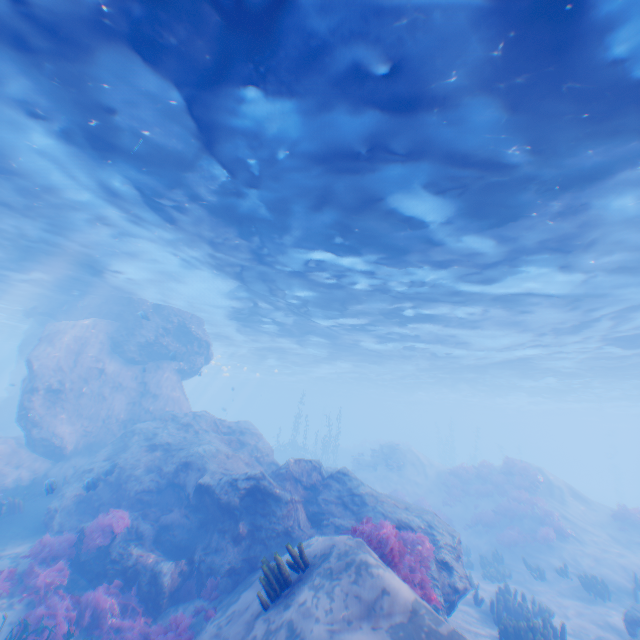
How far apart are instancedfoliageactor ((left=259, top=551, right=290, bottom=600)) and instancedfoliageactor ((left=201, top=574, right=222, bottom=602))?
3.55m

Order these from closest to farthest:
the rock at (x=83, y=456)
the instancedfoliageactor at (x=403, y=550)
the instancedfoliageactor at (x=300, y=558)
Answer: the instancedfoliageactor at (x=300, y=558), the instancedfoliageactor at (x=403, y=550), the rock at (x=83, y=456)

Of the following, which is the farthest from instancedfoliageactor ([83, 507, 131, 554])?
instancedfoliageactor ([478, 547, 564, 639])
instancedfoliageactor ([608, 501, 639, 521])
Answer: instancedfoliageactor ([608, 501, 639, 521])

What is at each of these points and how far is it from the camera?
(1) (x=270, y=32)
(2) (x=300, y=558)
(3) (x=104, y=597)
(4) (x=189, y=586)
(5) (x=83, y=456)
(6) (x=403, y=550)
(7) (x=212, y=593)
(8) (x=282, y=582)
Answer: (1) light, 6.1m
(2) instancedfoliageactor, 6.8m
(3) instancedfoliageactor, 8.5m
(4) instancedfoliageactor, 9.7m
(5) rock, 17.2m
(6) instancedfoliageactor, 7.8m
(7) instancedfoliageactor, 9.1m
(8) instancedfoliageactor, 6.5m

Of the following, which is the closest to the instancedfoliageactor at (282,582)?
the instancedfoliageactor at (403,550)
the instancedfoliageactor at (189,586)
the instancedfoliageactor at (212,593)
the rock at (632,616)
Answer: the instancedfoliageactor at (403,550)

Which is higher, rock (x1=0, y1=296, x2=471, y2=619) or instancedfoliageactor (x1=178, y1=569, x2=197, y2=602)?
rock (x1=0, y1=296, x2=471, y2=619)

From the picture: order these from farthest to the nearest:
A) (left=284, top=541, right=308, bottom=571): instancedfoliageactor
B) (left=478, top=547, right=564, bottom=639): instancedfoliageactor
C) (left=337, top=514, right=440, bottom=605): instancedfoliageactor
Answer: (left=478, top=547, right=564, bottom=639): instancedfoliageactor → (left=337, top=514, right=440, bottom=605): instancedfoliageactor → (left=284, top=541, right=308, bottom=571): instancedfoliageactor

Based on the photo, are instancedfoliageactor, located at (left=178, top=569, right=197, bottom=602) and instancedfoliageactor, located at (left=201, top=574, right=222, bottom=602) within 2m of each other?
yes
